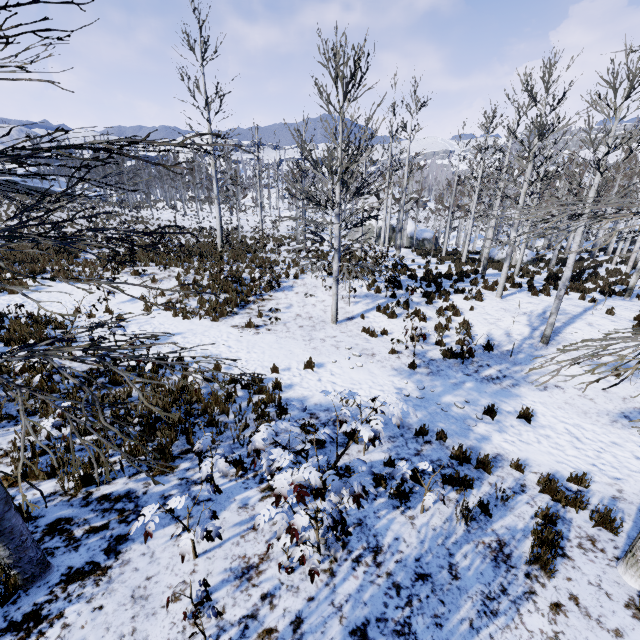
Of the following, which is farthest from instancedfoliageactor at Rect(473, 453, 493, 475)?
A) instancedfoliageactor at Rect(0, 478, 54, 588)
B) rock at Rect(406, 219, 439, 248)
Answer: rock at Rect(406, 219, 439, 248)

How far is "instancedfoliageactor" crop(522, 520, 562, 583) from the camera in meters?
3.7 m

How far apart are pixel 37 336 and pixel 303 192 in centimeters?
843cm

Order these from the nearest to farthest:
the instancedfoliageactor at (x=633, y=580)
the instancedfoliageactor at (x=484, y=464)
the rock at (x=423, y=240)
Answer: the instancedfoliageactor at (x=633, y=580), the instancedfoliageactor at (x=484, y=464), the rock at (x=423, y=240)

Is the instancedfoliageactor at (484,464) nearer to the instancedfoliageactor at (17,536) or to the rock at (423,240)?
the instancedfoliageactor at (17,536)

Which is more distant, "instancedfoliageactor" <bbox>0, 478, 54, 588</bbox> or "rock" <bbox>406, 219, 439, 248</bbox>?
"rock" <bbox>406, 219, 439, 248</bbox>
